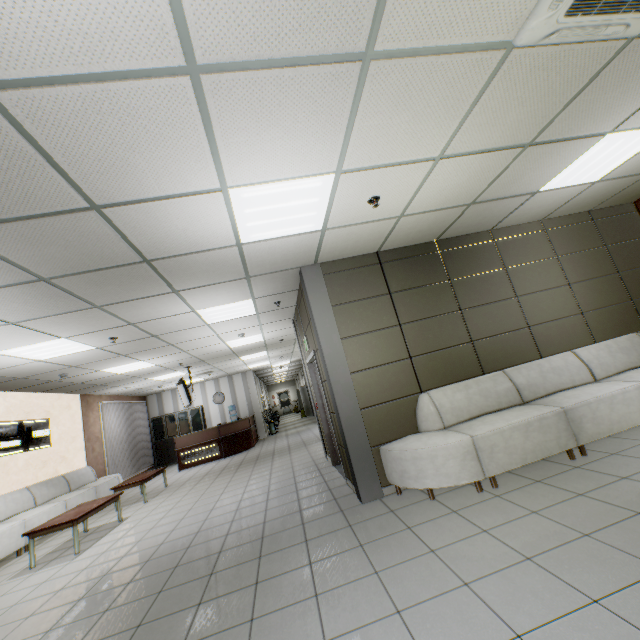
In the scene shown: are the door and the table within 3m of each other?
no

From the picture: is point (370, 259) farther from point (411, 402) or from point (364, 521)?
point (364, 521)

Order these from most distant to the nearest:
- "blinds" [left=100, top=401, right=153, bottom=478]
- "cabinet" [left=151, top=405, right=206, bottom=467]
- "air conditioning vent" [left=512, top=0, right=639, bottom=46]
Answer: "cabinet" [left=151, top=405, right=206, bottom=467]
"blinds" [left=100, top=401, right=153, bottom=478]
"air conditioning vent" [left=512, top=0, right=639, bottom=46]

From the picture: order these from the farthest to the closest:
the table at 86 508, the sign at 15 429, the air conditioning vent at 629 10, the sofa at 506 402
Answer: the sign at 15 429
the table at 86 508
the sofa at 506 402
the air conditioning vent at 629 10

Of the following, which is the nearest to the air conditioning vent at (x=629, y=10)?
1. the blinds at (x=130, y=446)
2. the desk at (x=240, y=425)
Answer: the desk at (x=240, y=425)

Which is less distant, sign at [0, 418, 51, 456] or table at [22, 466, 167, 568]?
table at [22, 466, 167, 568]

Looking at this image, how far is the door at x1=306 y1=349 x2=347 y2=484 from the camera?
5.2m

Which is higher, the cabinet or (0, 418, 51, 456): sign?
(0, 418, 51, 456): sign
